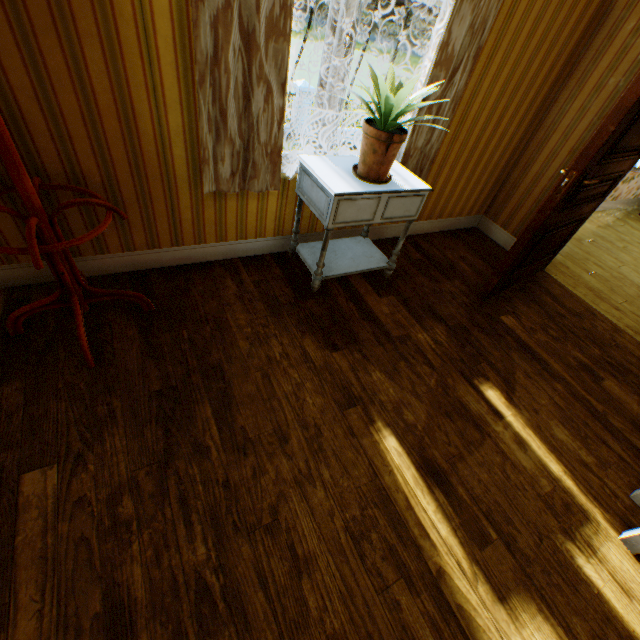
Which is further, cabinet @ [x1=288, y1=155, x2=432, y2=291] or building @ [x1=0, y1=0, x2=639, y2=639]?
cabinet @ [x1=288, y1=155, x2=432, y2=291]

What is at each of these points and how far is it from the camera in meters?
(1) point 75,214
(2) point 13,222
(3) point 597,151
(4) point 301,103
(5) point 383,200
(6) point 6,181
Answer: (1) building, 1.9 m
(2) building, 1.8 m
(3) childactor, 2.0 m
(4) fence column, 15.4 m
(5) cabinet, 2.1 m
(6) building, 1.7 m

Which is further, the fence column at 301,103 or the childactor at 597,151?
the fence column at 301,103

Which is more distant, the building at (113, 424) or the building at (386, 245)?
the building at (386, 245)

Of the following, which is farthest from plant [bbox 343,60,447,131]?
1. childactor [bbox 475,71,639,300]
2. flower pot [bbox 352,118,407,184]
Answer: childactor [bbox 475,71,639,300]

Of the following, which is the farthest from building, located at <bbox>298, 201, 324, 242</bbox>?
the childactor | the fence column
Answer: the fence column

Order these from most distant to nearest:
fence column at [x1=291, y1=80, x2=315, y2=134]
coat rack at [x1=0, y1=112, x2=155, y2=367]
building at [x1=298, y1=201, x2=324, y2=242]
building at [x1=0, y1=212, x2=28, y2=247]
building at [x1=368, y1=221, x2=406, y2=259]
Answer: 1. fence column at [x1=291, y1=80, x2=315, y2=134]
2. building at [x1=368, y1=221, x2=406, y2=259]
3. building at [x1=298, y1=201, x2=324, y2=242]
4. building at [x1=0, y1=212, x2=28, y2=247]
5. coat rack at [x1=0, y1=112, x2=155, y2=367]

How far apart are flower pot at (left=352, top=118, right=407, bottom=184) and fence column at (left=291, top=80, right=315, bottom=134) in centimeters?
1582cm
